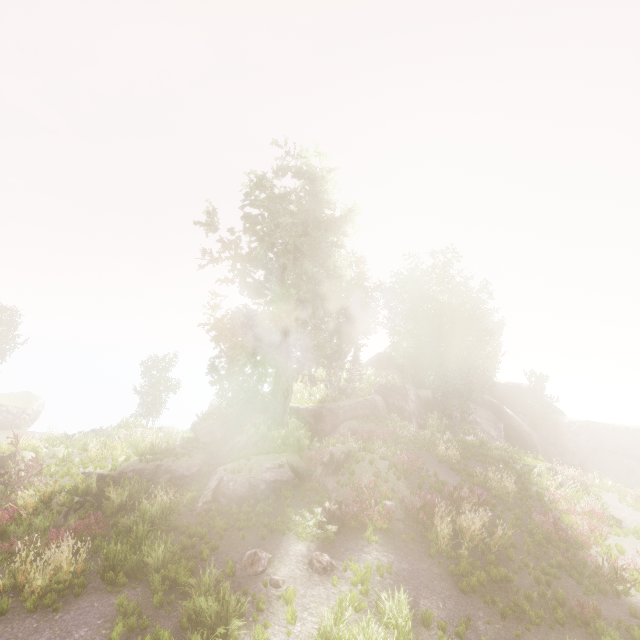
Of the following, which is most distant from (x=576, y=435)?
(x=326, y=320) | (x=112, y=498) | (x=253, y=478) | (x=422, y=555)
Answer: (x=112, y=498)

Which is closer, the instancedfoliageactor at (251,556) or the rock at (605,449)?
the instancedfoliageactor at (251,556)

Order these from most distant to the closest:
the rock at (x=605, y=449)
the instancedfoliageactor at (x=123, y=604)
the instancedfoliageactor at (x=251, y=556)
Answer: the rock at (x=605, y=449) < the instancedfoliageactor at (x=251, y=556) < the instancedfoliageactor at (x=123, y=604)

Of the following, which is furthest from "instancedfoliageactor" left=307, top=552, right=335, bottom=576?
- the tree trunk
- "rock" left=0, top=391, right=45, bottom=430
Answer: the tree trunk

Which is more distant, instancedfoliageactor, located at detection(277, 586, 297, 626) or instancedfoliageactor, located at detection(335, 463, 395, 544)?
instancedfoliageactor, located at detection(335, 463, 395, 544)

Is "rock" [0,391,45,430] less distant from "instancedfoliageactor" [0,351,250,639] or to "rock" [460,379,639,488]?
"instancedfoliageactor" [0,351,250,639]
